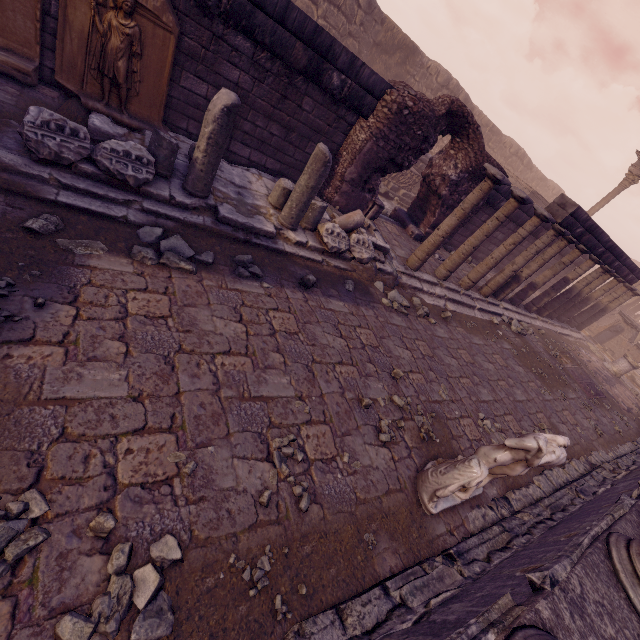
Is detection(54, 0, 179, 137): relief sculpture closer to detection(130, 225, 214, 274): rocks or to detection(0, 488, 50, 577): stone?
detection(130, 225, 214, 274): rocks

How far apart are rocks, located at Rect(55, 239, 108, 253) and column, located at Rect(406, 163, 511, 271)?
6.22m

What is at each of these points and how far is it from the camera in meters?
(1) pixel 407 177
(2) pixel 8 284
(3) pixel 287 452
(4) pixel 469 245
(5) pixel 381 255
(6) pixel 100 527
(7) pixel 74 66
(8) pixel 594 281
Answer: (1) sarcophagus, 13.6
(2) stone, 2.6
(3) stone, 2.8
(4) column, 7.9
(5) debris pile, 6.9
(6) stone, 1.8
(7) relief sculpture, 4.7
(8) column, 11.9

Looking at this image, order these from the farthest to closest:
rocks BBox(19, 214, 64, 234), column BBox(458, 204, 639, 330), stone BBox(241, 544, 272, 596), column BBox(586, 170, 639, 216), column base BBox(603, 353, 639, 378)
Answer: column BBox(586, 170, 639, 216), column base BBox(603, 353, 639, 378), column BBox(458, 204, 639, 330), rocks BBox(19, 214, 64, 234), stone BBox(241, 544, 272, 596)

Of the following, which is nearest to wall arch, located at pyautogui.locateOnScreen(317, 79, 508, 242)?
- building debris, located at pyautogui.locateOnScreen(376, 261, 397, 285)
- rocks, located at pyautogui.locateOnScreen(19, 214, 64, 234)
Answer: building debris, located at pyautogui.locateOnScreen(376, 261, 397, 285)

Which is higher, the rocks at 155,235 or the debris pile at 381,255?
the debris pile at 381,255

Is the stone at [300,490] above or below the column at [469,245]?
below

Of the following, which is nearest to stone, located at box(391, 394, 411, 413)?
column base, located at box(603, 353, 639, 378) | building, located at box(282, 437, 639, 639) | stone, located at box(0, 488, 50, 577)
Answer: building, located at box(282, 437, 639, 639)
